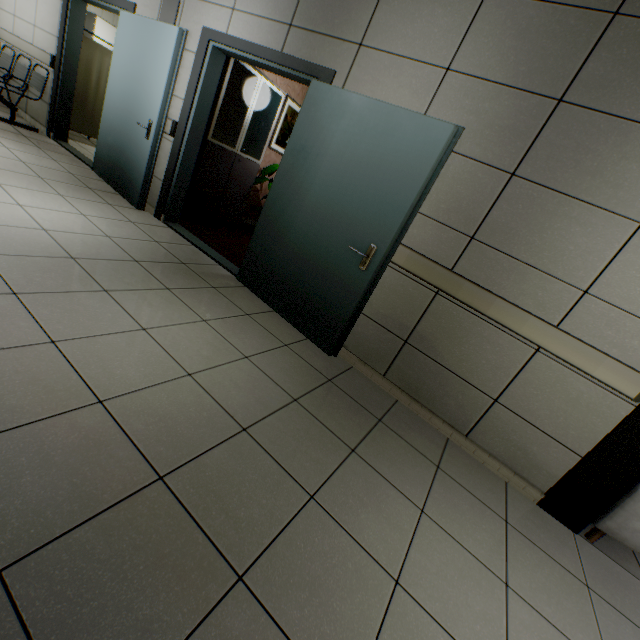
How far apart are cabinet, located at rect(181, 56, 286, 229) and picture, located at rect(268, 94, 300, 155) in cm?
81

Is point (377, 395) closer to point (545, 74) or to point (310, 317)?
point (310, 317)

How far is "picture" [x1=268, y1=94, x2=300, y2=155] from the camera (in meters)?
5.61

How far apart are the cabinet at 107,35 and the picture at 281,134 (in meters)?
5.36

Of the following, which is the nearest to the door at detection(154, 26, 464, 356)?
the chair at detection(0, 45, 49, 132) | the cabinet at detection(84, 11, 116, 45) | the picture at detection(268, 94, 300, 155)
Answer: the chair at detection(0, 45, 49, 132)

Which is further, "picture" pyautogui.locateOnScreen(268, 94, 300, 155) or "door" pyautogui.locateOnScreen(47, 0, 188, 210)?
"picture" pyautogui.locateOnScreen(268, 94, 300, 155)

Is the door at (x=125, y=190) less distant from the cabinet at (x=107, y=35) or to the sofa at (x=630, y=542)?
the sofa at (x=630, y=542)

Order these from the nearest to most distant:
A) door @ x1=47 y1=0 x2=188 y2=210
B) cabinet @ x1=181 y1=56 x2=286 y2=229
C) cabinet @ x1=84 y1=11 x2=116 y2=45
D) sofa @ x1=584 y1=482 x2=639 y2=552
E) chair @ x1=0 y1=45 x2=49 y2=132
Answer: sofa @ x1=584 y1=482 x2=639 y2=552 < door @ x1=47 y1=0 x2=188 y2=210 < cabinet @ x1=181 y1=56 x2=286 y2=229 < chair @ x1=0 y1=45 x2=49 y2=132 < cabinet @ x1=84 y1=11 x2=116 y2=45
